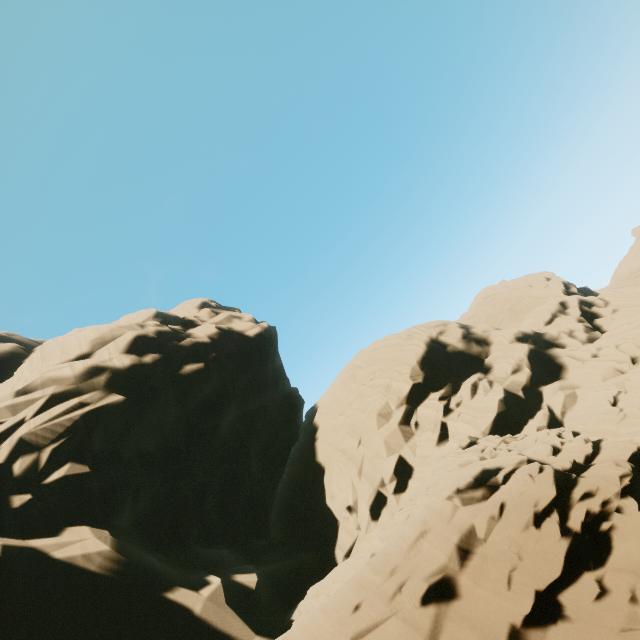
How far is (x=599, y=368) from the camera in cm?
2156
